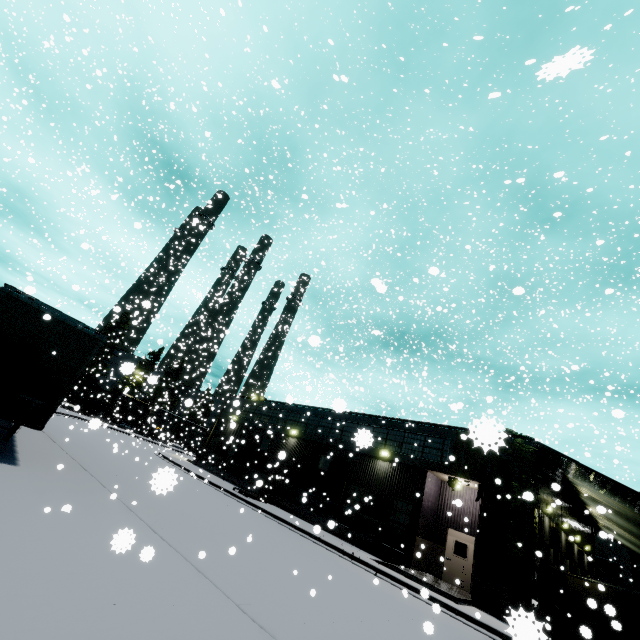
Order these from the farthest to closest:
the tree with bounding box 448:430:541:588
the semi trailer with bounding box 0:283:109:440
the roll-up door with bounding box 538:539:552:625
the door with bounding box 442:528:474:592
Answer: the door with bounding box 442:528:474:592
the roll-up door with bounding box 538:539:552:625
the tree with bounding box 448:430:541:588
the semi trailer with bounding box 0:283:109:440

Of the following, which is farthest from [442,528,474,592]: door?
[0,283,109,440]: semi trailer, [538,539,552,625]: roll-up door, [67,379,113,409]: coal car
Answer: [67,379,113,409]: coal car

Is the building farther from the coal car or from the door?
the coal car

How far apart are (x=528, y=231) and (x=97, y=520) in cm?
2981

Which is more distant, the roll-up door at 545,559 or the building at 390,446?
the roll-up door at 545,559

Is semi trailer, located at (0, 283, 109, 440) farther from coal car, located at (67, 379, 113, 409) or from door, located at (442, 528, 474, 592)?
door, located at (442, 528, 474, 592)

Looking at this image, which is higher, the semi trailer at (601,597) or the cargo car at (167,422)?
the cargo car at (167,422)

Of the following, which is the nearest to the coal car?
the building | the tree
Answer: the building
